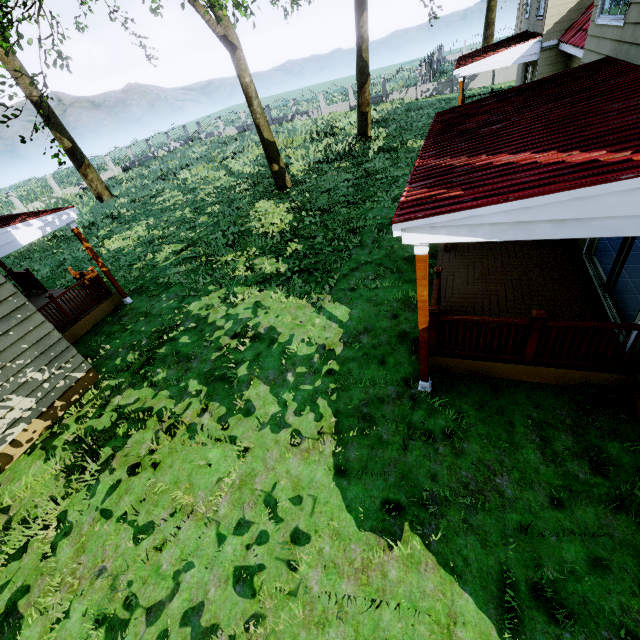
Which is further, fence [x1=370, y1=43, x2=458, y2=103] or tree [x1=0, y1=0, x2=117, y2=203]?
fence [x1=370, y1=43, x2=458, y2=103]

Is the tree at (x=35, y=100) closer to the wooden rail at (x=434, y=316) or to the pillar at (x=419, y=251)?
the pillar at (x=419, y=251)

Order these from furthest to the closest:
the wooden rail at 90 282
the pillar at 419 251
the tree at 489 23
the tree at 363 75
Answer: the tree at 489 23, the tree at 363 75, the wooden rail at 90 282, the pillar at 419 251

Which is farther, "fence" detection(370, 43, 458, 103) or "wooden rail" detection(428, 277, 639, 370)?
"fence" detection(370, 43, 458, 103)

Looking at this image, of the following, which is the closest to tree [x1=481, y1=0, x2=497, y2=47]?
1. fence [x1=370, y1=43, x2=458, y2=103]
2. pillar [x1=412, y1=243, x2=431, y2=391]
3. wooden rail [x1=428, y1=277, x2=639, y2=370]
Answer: fence [x1=370, y1=43, x2=458, y2=103]

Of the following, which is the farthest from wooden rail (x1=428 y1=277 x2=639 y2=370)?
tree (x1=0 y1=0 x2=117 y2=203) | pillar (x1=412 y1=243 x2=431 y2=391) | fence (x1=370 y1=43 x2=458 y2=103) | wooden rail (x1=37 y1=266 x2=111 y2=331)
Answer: fence (x1=370 y1=43 x2=458 y2=103)

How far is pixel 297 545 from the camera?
4.24m
